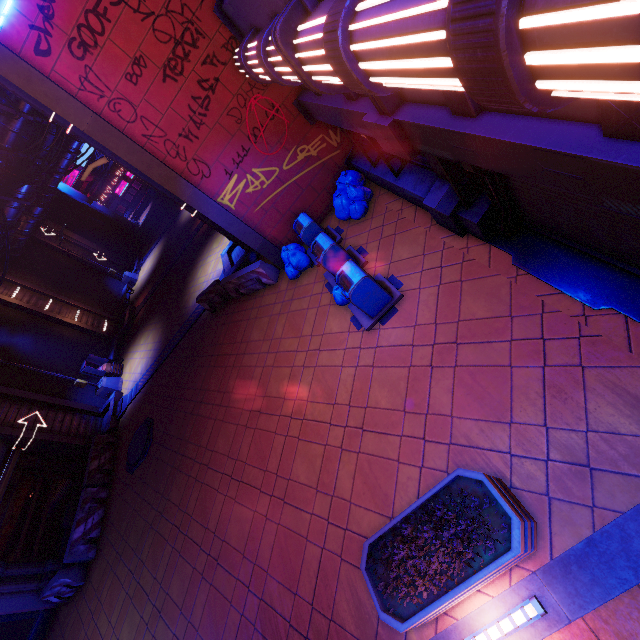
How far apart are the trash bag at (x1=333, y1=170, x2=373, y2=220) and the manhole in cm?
1107

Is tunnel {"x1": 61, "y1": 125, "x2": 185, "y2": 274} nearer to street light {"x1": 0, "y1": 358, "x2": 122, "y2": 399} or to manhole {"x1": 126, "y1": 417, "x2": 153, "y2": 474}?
street light {"x1": 0, "y1": 358, "x2": 122, "y2": 399}

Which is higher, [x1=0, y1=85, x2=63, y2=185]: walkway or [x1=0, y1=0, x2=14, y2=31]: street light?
[x1=0, y1=85, x2=63, y2=185]: walkway

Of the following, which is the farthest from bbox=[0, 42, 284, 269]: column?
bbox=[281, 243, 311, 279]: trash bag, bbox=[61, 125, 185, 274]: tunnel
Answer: bbox=[61, 125, 185, 274]: tunnel

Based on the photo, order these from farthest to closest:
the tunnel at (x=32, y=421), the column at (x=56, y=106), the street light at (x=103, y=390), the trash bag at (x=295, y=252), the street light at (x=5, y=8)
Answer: the street light at (x=103, y=390) → the tunnel at (x=32, y=421) → the trash bag at (x=295, y=252) → the column at (x=56, y=106) → the street light at (x=5, y=8)

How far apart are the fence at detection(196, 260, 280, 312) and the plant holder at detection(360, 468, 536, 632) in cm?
824

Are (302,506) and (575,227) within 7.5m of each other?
yes

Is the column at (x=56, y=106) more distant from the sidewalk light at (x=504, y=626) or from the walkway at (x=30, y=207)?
the walkway at (x=30, y=207)
